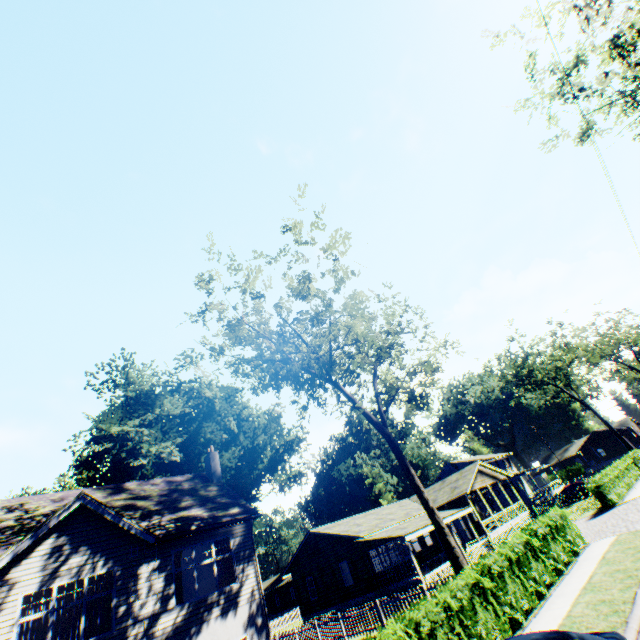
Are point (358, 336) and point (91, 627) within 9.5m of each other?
no

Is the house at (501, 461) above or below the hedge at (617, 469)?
above

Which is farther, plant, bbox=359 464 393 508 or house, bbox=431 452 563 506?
plant, bbox=359 464 393 508

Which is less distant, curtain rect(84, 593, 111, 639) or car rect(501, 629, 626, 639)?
car rect(501, 629, 626, 639)

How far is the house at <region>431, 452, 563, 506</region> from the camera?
43.4 meters

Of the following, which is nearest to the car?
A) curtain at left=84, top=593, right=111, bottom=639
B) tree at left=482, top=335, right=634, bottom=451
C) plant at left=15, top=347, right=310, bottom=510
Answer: curtain at left=84, top=593, right=111, bottom=639

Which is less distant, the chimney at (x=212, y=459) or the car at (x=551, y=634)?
the car at (x=551, y=634)

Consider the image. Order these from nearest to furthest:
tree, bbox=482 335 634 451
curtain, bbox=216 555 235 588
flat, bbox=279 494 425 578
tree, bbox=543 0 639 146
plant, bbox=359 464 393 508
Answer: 1. tree, bbox=543 0 639 146
2. curtain, bbox=216 555 235 588
3. flat, bbox=279 494 425 578
4. tree, bbox=482 335 634 451
5. plant, bbox=359 464 393 508
